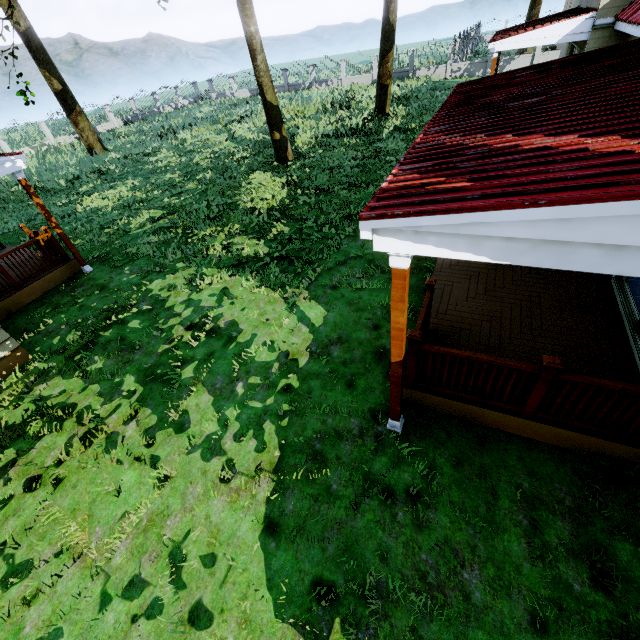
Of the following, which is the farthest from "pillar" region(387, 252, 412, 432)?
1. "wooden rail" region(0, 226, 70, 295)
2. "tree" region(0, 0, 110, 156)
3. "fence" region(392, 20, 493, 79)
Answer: "fence" region(392, 20, 493, 79)

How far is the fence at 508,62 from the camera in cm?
2450

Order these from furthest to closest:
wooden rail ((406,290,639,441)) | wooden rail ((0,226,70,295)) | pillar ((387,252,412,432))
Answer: wooden rail ((0,226,70,295)) → wooden rail ((406,290,639,441)) → pillar ((387,252,412,432))

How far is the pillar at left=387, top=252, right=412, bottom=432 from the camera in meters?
2.8 m

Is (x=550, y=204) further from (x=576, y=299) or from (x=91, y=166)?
(x=91, y=166)

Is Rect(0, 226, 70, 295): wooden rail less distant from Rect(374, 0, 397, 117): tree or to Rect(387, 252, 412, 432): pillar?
Rect(374, 0, 397, 117): tree

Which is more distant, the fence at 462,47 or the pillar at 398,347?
the fence at 462,47

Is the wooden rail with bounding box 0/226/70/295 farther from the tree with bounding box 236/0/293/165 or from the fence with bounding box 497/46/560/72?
the fence with bounding box 497/46/560/72
